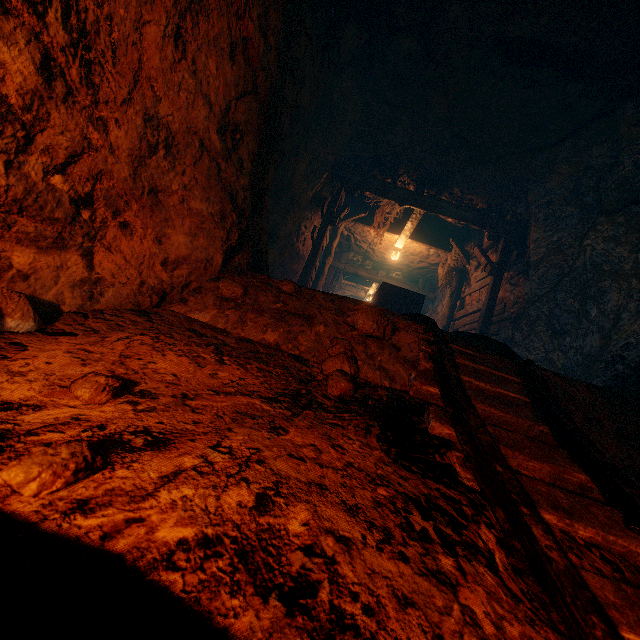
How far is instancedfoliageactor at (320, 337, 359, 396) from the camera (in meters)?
1.94

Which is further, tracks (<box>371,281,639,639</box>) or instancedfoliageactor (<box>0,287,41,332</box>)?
instancedfoliageactor (<box>0,287,41,332</box>)

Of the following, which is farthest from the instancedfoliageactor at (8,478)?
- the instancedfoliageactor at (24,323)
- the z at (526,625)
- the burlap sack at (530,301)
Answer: the burlap sack at (530,301)

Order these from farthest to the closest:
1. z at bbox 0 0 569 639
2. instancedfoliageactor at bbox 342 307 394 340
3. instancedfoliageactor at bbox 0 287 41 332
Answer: instancedfoliageactor at bbox 342 307 394 340 → instancedfoliageactor at bbox 0 287 41 332 → z at bbox 0 0 569 639

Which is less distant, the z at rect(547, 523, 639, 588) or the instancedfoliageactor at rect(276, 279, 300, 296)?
the z at rect(547, 523, 639, 588)

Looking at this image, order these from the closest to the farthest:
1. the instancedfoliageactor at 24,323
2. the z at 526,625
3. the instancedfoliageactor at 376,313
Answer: the z at 526,625 < the instancedfoliageactor at 24,323 < the instancedfoliageactor at 376,313

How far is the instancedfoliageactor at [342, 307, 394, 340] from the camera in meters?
2.4 m

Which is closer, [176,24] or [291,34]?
[176,24]
